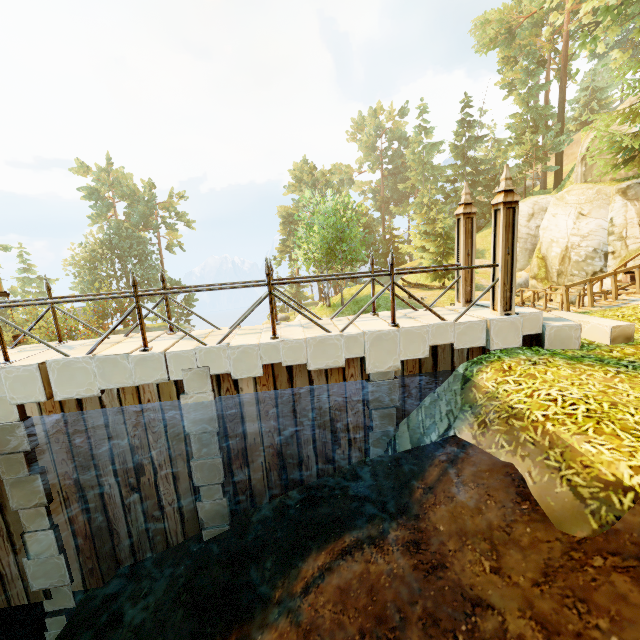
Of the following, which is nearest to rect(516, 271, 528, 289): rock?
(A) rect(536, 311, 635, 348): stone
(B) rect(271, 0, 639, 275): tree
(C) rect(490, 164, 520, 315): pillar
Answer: (B) rect(271, 0, 639, 275): tree

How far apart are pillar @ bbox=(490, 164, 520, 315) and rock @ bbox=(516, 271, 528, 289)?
23.51m

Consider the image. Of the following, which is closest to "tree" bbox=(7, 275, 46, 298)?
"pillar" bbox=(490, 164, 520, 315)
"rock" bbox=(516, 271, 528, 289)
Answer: "rock" bbox=(516, 271, 528, 289)

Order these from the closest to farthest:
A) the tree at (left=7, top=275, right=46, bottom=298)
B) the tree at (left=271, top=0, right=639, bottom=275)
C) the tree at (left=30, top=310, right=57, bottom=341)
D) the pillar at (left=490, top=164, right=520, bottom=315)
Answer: the pillar at (left=490, top=164, right=520, bottom=315), the tree at (left=271, top=0, right=639, bottom=275), the tree at (left=30, top=310, right=57, bottom=341), the tree at (left=7, top=275, right=46, bottom=298)

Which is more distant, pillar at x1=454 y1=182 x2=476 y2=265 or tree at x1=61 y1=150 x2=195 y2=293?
tree at x1=61 y1=150 x2=195 y2=293

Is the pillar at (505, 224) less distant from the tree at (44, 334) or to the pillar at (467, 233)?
the pillar at (467, 233)

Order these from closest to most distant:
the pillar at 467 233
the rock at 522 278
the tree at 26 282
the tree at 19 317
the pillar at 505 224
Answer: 1. the pillar at 505 224
2. the pillar at 467 233
3. the rock at 522 278
4. the tree at 19 317
5. the tree at 26 282

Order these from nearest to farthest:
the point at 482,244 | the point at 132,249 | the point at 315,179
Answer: the point at 482,244, the point at 132,249, the point at 315,179
